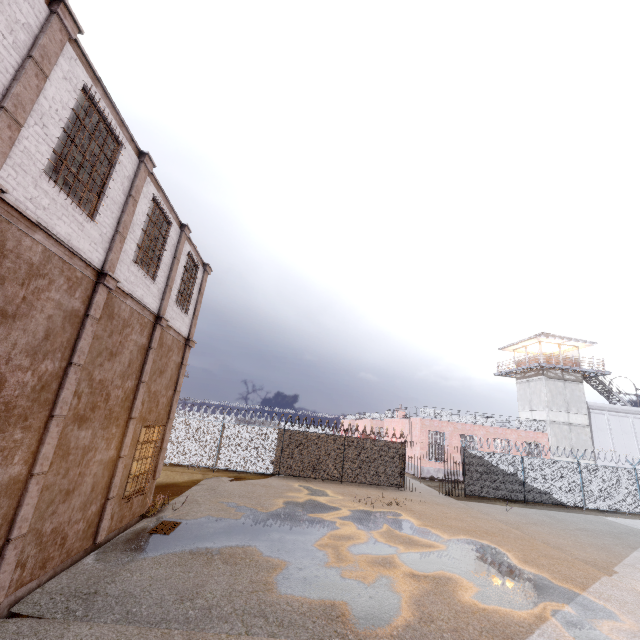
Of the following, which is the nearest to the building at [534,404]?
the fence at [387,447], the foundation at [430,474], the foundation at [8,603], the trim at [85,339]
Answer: the foundation at [430,474]

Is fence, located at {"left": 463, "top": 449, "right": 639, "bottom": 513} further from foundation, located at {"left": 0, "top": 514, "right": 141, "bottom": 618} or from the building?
foundation, located at {"left": 0, "top": 514, "right": 141, "bottom": 618}

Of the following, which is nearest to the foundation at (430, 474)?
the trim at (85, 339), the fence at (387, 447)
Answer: the fence at (387, 447)

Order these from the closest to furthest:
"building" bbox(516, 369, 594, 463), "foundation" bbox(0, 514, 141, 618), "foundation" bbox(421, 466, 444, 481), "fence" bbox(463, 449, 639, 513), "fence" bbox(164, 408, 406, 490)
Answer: "foundation" bbox(0, 514, 141, 618), "fence" bbox(164, 408, 406, 490), "fence" bbox(463, 449, 639, 513), "foundation" bbox(421, 466, 444, 481), "building" bbox(516, 369, 594, 463)

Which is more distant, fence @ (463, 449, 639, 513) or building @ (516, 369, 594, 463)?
building @ (516, 369, 594, 463)

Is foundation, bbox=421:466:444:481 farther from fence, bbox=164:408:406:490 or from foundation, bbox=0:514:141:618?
foundation, bbox=0:514:141:618

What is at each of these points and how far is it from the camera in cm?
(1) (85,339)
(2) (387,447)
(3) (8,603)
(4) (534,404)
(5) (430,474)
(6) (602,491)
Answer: (1) trim, 656
(2) fence, 2105
(3) foundation, 565
(4) building, 3173
(5) foundation, 2769
(6) fence, 2127
